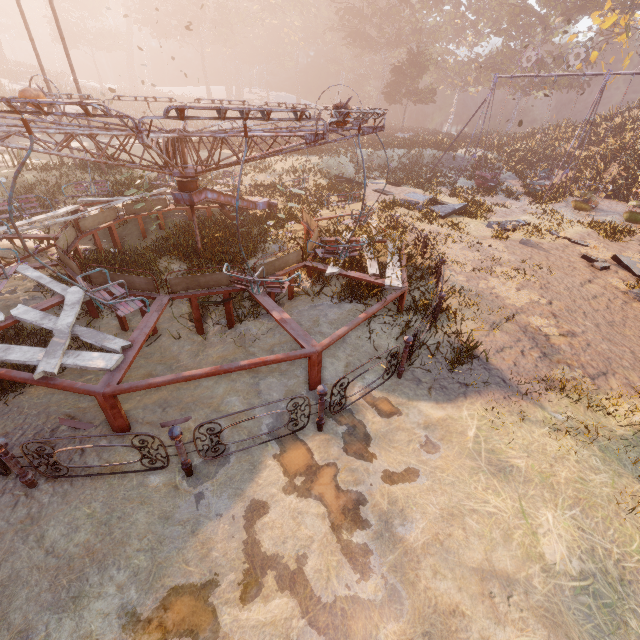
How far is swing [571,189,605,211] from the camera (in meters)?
16.81

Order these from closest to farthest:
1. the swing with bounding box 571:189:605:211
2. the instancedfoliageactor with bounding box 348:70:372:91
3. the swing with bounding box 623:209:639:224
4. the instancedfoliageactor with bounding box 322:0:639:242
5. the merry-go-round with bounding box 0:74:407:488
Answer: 1. the merry-go-round with bounding box 0:74:407:488
2. the swing with bounding box 623:209:639:224
3. the swing with bounding box 571:189:605:211
4. the instancedfoliageactor with bounding box 322:0:639:242
5. the instancedfoliageactor with bounding box 348:70:372:91

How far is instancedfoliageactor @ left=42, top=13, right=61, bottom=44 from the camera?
45.8m

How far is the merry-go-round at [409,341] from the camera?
5.0 meters

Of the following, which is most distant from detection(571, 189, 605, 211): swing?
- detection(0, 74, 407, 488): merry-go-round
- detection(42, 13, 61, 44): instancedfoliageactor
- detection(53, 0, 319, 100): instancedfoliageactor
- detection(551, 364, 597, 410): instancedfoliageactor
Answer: detection(42, 13, 61, 44): instancedfoliageactor

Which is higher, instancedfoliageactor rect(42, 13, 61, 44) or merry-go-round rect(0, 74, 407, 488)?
instancedfoliageactor rect(42, 13, 61, 44)

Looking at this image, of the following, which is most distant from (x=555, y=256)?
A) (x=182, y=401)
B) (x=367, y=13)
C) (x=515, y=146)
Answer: (x=367, y=13)

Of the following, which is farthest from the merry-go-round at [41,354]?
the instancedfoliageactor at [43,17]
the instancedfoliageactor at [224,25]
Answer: the instancedfoliageactor at [43,17]
